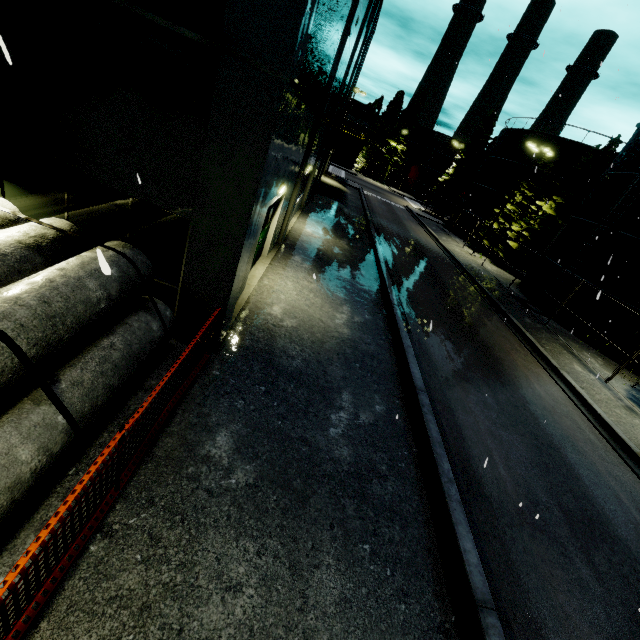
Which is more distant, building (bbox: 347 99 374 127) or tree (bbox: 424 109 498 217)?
building (bbox: 347 99 374 127)

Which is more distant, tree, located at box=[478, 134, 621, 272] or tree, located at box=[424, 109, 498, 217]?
tree, located at box=[424, 109, 498, 217]

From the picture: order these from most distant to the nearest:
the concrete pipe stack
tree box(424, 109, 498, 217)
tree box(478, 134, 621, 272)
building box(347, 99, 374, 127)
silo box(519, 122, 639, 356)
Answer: building box(347, 99, 374, 127)
tree box(424, 109, 498, 217)
tree box(478, 134, 621, 272)
silo box(519, 122, 639, 356)
the concrete pipe stack

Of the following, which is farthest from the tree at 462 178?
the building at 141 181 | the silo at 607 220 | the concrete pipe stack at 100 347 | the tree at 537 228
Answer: the concrete pipe stack at 100 347

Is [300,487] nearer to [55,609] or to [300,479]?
[300,479]

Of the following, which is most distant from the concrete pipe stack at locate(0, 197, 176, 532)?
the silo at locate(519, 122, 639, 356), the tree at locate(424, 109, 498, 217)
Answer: the tree at locate(424, 109, 498, 217)

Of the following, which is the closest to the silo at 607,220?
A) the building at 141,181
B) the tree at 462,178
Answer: the building at 141,181

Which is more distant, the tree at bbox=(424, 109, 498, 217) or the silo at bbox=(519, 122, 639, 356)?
the tree at bbox=(424, 109, 498, 217)
